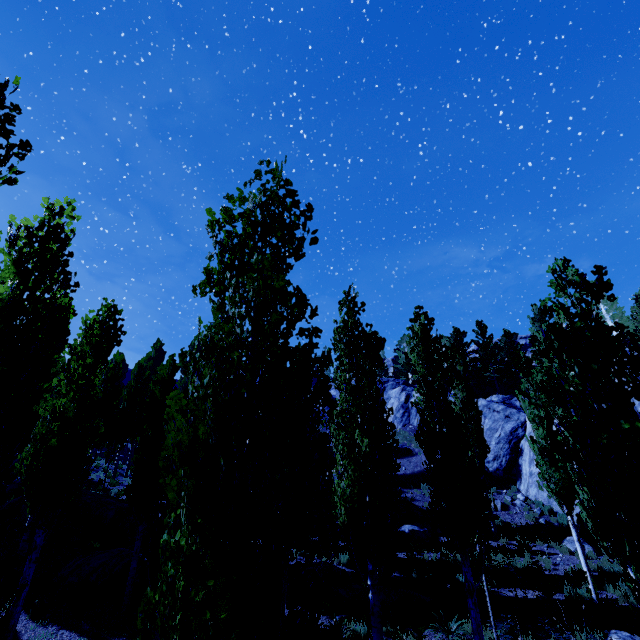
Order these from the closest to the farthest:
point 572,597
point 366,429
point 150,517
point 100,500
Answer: point 150,517 < point 366,429 < point 572,597 < point 100,500

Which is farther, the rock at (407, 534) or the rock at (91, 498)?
the rock at (407, 534)

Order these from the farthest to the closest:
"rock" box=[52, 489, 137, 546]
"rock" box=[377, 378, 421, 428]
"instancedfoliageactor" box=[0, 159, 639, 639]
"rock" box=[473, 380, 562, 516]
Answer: "rock" box=[377, 378, 421, 428] → "rock" box=[473, 380, 562, 516] → "rock" box=[52, 489, 137, 546] → "instancedfoliageactor" box=[0, 159, 639, 639]

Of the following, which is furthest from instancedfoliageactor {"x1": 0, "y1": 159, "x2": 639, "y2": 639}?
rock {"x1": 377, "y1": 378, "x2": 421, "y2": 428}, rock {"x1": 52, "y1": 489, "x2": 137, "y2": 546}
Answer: rock {"x1": 52, "y1": 489, "x2": 137, "y2": 546}

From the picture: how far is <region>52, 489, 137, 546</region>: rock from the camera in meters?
15.8

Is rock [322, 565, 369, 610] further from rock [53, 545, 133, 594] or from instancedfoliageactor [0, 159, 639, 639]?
rock [53, 545, 133, 594]

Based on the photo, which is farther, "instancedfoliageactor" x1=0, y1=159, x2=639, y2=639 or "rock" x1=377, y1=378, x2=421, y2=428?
"rock" x1=377, y1=378, x2=421, y2=428

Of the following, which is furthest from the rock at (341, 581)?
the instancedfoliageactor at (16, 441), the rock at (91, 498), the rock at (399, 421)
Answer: the rock at (399, 421)
